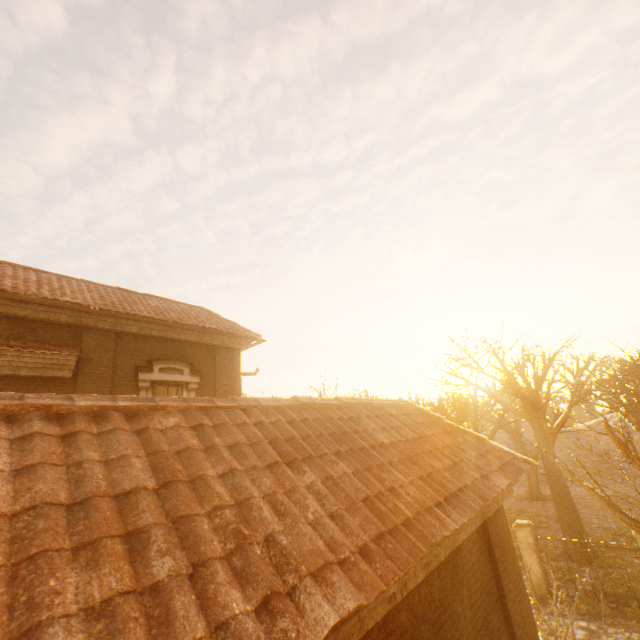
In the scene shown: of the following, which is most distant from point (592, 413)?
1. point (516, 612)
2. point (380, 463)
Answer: point (380, 463)

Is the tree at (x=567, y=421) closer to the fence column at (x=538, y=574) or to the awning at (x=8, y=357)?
the fence column at (x=538, y=574)

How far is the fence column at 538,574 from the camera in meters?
13.1

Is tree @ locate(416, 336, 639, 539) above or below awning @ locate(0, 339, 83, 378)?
below

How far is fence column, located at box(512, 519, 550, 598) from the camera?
13.1m

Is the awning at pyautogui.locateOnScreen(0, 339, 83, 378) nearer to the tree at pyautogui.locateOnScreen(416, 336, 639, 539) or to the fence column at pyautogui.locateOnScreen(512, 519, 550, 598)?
the tree at pyautogui.locateOnScreen(416, 336, 639, 539)

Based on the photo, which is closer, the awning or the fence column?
the awning
